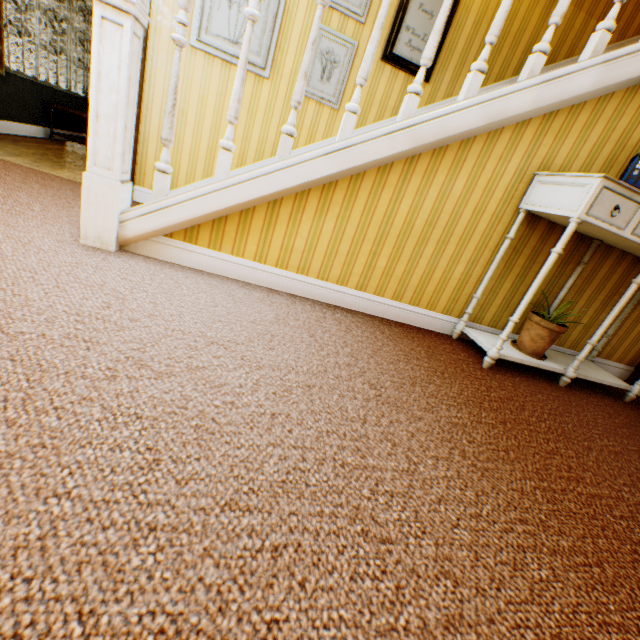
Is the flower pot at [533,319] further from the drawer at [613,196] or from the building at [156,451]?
the drawer at [613,196]

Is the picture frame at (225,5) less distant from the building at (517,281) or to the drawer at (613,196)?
the building at (517,281)

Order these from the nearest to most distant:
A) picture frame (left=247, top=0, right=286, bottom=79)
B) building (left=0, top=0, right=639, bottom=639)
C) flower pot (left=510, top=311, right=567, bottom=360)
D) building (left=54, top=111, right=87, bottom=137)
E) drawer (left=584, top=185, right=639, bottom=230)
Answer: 1. building (left=0, top=0, right=639, bottom=639)
2. drawer (left=584, top=185, right=639, bottom=230)
3. flower pot (left=510, top=311, right=567, bottom=360)
4. picture frame (left=247, top=0, right=286, bottom=79)
5. building (left=54, top=111, right=87, bottom=137)

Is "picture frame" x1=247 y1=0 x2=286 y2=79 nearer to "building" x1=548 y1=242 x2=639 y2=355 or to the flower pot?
"building" x1=548 y1=242 x2=639 y2=355

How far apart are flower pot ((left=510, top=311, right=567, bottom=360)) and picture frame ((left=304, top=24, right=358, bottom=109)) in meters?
2.8 m

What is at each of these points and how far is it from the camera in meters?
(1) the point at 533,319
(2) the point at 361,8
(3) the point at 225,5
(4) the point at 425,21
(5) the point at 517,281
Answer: (1) flower pot, 2.5
(2) picture frame, 3.0
(3) picture frame, 2.9
(4) picture frame, 3.2
(5) building, 2.7

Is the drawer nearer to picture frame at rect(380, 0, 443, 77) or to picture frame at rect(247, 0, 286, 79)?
picture frame at rect(380, 0, 443, 77)

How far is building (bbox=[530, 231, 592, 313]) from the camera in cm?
261
